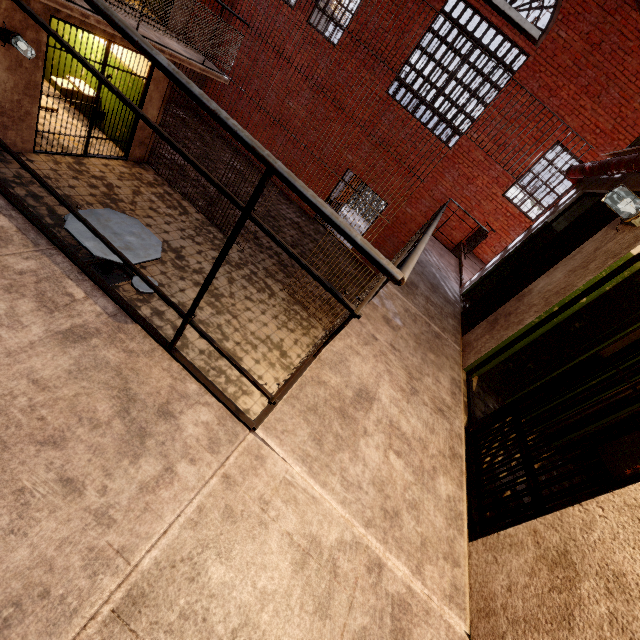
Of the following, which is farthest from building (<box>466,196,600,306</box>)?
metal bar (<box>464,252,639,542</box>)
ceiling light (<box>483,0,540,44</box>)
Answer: ceiling light (<box>483,0,540,44</box>)

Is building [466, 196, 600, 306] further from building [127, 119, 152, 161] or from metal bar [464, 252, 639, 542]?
building [127, 119, 152, 161]

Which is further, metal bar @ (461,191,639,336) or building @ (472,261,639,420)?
metal bar @ (461,191,639,336)

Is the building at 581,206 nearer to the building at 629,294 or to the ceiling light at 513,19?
the building at 629,294

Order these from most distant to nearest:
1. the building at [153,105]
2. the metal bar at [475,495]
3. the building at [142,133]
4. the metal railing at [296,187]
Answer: Answer:
1. the building at [142,133]
2. the building at [153,105]
3. the metal bar at [475,495]
4. the metal railing at [296,187]

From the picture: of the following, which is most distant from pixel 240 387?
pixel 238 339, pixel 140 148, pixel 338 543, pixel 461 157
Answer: pixel 461 157

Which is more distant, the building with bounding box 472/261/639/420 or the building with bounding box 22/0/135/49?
the building with bounding box 22/0/135/49

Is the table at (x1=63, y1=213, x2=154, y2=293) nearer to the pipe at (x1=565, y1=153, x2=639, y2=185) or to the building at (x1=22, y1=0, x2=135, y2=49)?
the building at (x1=22, y1=0, x2=135, y2=49)
